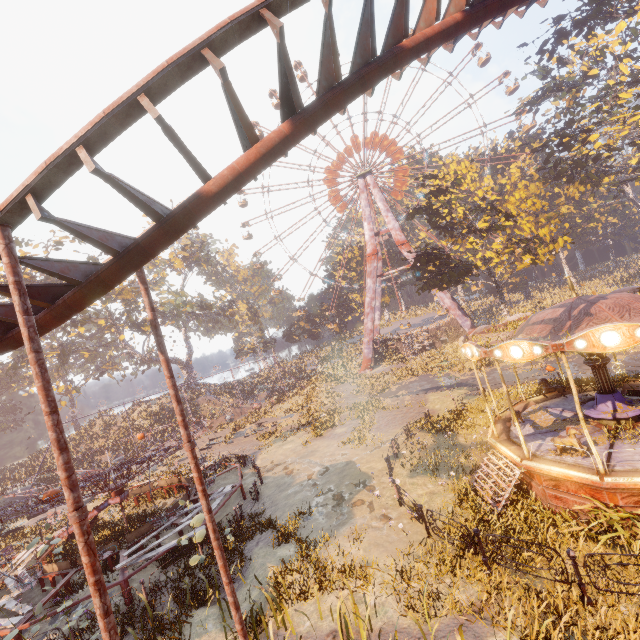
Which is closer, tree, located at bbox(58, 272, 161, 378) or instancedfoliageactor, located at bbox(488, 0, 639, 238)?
instancedfoliageactor, located at bbox(488, 0, 639, 238)

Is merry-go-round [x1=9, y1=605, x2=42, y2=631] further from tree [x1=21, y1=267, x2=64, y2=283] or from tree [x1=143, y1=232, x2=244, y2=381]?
tree [x1=21, y1=267, x2=64, y2=283]

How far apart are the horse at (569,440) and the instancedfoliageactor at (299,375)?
28.31m

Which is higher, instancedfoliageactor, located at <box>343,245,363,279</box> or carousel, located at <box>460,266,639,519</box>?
instancedfoliageactor, located at <box>343,245,363,279</box>

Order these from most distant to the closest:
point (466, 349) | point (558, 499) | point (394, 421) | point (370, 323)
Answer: point (370, 323) < point (394, 421) < point (466, 349) < point (558, 499)

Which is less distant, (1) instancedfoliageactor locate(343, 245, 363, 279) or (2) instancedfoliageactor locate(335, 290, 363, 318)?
(2) instancedfoliageactor locate(335, 290, 363, 318)

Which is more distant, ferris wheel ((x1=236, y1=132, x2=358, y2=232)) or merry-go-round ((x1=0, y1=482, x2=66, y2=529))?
ferris wheel ((x1=236, y1=132, x2=358, y2=232))

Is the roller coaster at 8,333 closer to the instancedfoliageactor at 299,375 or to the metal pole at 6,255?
the metal pole at 6,255
